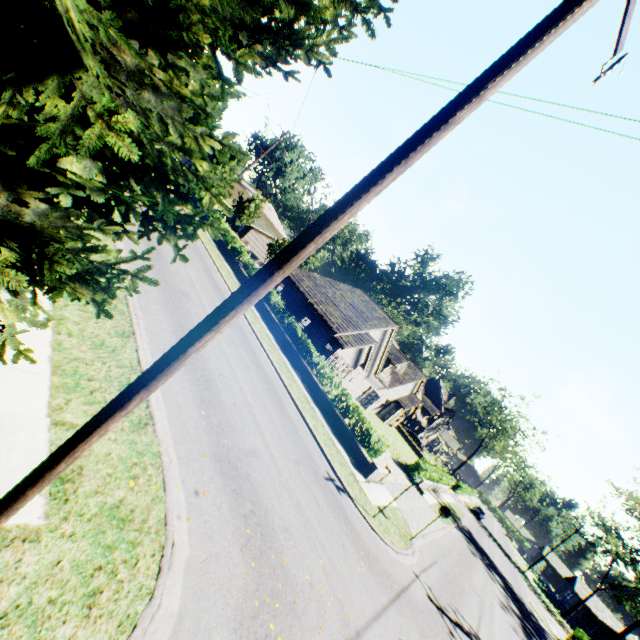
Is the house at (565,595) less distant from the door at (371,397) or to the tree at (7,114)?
the tree at (7,114)

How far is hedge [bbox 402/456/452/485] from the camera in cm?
2708

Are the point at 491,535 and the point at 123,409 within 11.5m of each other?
no

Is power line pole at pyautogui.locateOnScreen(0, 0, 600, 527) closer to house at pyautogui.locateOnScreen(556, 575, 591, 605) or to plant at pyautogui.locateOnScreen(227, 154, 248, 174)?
plant at pyautogui.locateOnScreen(227, 154, 248, 174)

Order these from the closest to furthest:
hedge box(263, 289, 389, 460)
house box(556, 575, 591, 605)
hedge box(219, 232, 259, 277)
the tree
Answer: the tree, hedge box(263, 289, 389, 460), hedge box(219, 232, 259, 277), house box(556, 575, 591, 605)

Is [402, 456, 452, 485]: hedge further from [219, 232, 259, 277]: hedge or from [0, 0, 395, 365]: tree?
[219, 232, 259, 277]: hedge

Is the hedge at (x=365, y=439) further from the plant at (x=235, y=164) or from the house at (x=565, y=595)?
the house at (x=565, y=595)

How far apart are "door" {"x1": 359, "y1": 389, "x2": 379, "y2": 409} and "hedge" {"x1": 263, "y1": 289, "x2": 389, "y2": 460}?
14.4 meters
